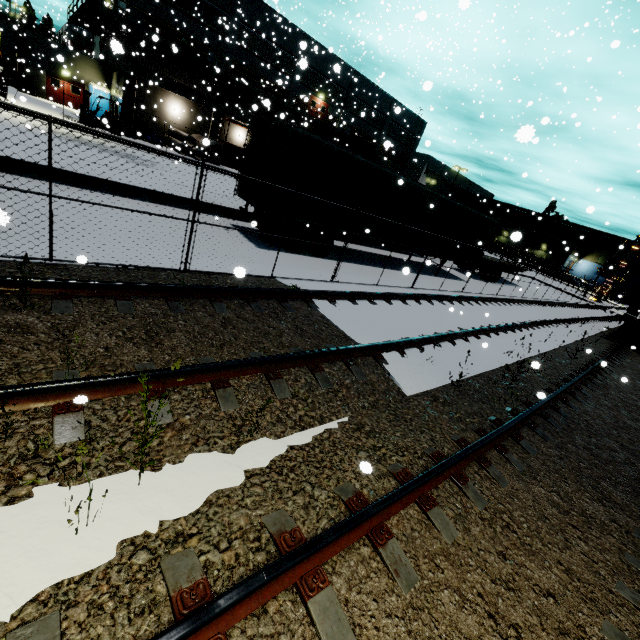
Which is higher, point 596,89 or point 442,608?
point 596,89

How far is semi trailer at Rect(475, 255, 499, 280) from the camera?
23.2 meters

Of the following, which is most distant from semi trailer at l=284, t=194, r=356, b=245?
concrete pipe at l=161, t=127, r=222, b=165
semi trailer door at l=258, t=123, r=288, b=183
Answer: concrete pipe at l=161, t=127, r=222, b=165

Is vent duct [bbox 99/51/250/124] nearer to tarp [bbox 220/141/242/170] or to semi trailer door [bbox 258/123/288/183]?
tarp [bbox 220/141/242/170]

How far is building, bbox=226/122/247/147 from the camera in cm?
3519

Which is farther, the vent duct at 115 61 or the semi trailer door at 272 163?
the vent duct at 115 61

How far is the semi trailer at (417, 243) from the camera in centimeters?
1516cm

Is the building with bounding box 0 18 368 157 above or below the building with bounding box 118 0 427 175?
below
